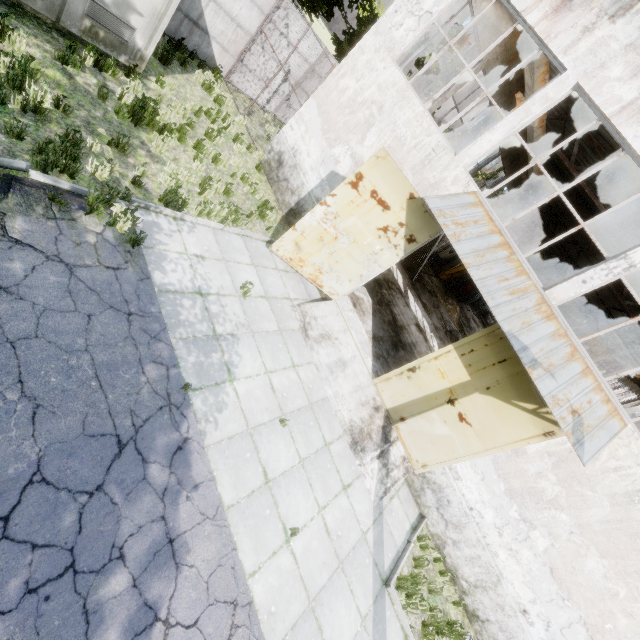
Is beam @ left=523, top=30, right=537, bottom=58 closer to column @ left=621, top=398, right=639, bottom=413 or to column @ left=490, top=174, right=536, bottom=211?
column @ left=490, top=174, right=536, bottom=211

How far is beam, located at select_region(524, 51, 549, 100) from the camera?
8.9m

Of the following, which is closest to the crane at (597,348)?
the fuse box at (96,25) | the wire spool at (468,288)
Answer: the wire spool at (468,288)

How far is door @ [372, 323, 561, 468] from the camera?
7.63m

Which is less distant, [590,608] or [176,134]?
[590,608]

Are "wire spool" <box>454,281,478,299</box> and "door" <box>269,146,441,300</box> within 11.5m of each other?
no

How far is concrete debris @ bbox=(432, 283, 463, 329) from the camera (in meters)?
23.36

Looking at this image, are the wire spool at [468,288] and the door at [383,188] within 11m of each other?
no
